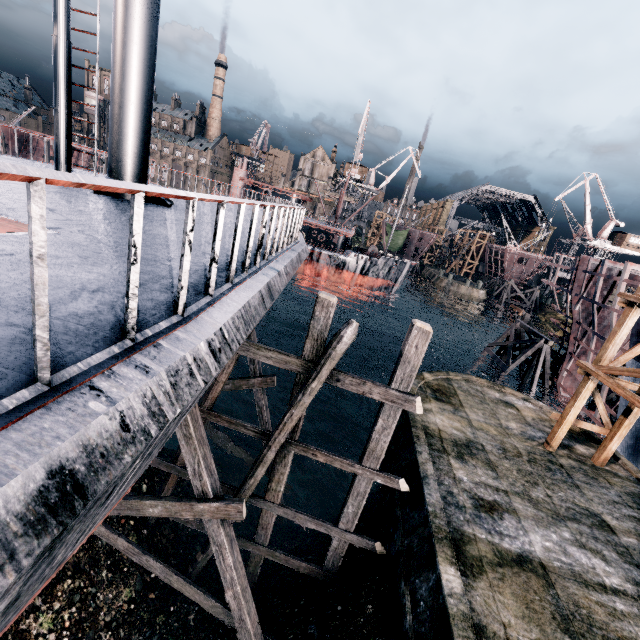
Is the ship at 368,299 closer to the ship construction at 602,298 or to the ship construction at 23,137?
the ship construction at 602,298

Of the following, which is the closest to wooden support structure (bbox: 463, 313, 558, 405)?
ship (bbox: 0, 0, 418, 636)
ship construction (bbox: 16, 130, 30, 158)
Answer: ship (bbox: 0, 0, 418, 636)

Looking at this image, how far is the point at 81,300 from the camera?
2.6m

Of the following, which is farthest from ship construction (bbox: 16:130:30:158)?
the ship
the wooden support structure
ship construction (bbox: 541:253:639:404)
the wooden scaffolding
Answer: the wooden scaffolding

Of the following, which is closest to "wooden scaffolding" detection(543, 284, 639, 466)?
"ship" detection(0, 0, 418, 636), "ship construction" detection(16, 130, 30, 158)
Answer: "ship" detection(0, 0, 418, 636)

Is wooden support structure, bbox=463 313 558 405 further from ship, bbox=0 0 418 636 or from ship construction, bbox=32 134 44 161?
ship construction, bbox=32 134 44 161

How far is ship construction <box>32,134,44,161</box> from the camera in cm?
5603

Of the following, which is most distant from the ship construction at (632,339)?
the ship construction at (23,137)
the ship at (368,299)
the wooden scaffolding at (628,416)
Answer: the ship construction at (23,137)
